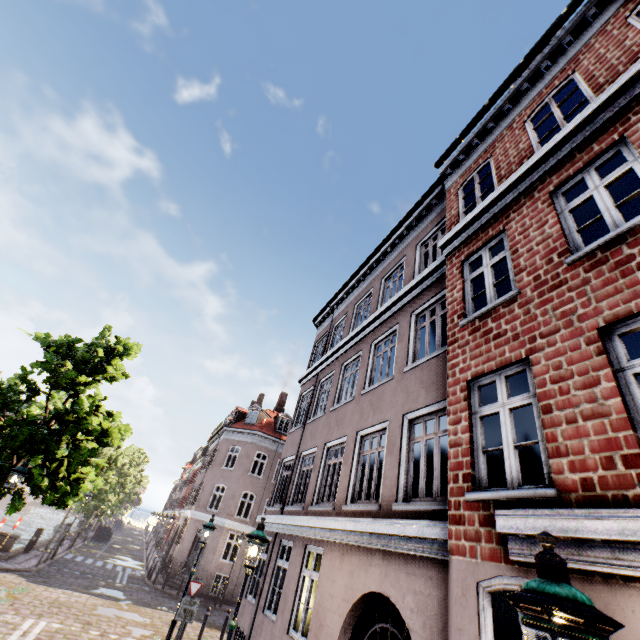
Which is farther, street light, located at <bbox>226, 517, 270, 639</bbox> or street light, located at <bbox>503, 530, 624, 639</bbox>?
street light, located at <bbox>226, 517, 270, 639</bbox>

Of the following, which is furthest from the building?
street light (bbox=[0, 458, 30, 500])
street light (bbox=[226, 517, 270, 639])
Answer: street light (bbox=[0, 458, 30, 500])

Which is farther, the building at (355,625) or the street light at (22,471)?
the street light at (22,471)

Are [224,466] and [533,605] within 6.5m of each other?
no

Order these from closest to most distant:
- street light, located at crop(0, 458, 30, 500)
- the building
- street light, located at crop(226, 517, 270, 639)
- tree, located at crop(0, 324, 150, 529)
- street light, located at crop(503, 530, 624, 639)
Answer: street light, located at crop(503, 530, 624, 639)
the building
street light, located at crop(226, 517, 270, 639)
street light, located at crop(0, 458, 30, 500)
tree, located at crop(0, 324, 150, 529)

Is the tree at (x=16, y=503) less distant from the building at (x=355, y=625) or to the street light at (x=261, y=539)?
the street light at (x=261, y=539)
